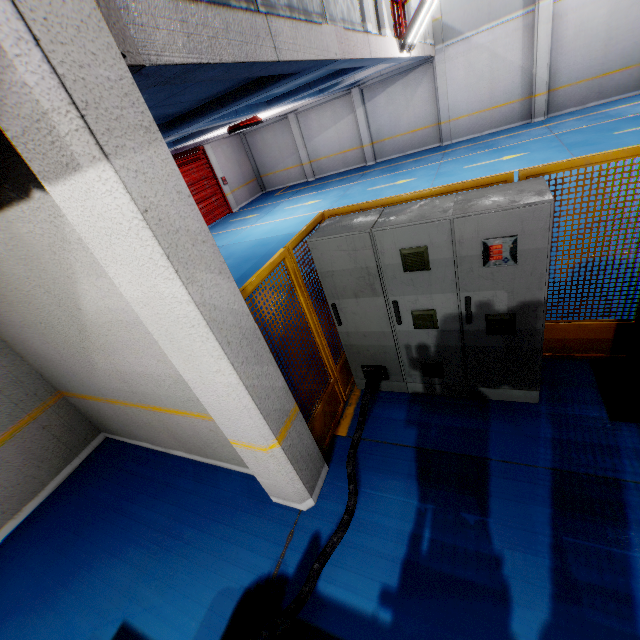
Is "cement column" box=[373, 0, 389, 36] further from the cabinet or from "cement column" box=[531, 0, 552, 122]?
"cement column" box=[531, 0, 552, 122]

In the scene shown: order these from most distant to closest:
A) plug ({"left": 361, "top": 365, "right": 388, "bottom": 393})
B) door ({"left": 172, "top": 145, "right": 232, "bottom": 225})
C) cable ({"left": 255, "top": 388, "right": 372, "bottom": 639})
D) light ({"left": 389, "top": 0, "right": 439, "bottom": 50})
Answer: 1. door ({"left": 172, "top": 145, "right": 232, "bottom": 225})
2. light ({"left": 389, "top": 0, "right": 439, "bottom": 50})
3. plug ({"left": 361, "top": 365, "right": 388, "bottom": 393})
4. cable ({"left": 255, "top": 388, "right": 372, "bottom": 639})

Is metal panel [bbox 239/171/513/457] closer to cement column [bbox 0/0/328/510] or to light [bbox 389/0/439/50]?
cement column [bbox 0/0/328/510]

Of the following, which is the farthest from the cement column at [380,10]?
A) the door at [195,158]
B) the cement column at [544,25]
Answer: the door at [195,158]

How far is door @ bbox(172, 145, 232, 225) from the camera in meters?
16.7

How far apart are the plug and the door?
15.4 meters

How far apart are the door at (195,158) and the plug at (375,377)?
15.4 meters

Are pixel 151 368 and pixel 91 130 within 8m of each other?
yes
